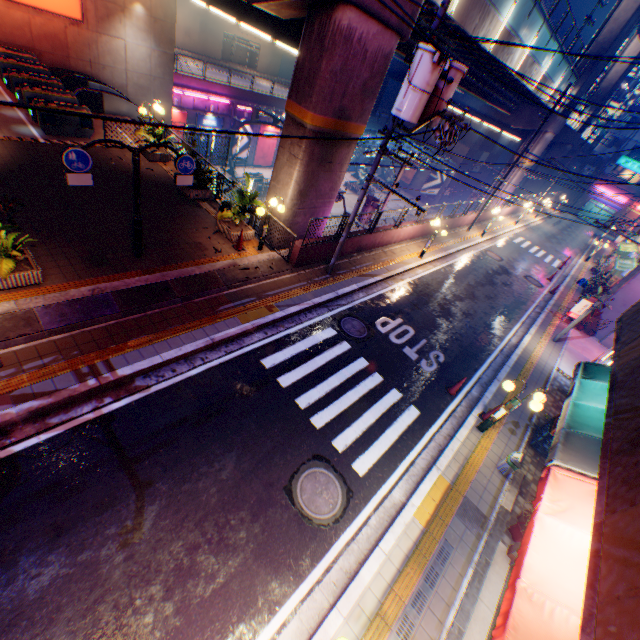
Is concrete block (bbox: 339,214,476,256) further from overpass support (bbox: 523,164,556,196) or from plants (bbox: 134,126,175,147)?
plants (bbox: 134,126,175,147)

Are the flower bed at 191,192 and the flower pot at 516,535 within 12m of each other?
no

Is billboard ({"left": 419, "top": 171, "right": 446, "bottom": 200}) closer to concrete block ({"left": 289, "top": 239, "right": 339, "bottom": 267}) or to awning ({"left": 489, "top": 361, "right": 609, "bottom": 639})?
concrete block ({"left": 289, "top": 239, "right": 339, "bottom": 267})

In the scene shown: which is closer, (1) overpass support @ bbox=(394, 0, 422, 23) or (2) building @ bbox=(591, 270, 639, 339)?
(1) overpass support @ bbox=(394, 0, 422, 23)

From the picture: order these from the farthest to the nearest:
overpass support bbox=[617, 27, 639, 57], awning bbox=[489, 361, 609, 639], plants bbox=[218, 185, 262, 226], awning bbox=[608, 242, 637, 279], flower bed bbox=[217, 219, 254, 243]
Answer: overpass support bbox=[617, 27, 639, 57] → awning bbox=[608, 242, 637, 279] → flower bed bbox=[217, 219, 254, 243] → plants bbox=[218, 185, 262, 226] → awning bbox=[489, 361, 609, 639]

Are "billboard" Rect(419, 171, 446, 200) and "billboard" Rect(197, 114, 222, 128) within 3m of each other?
no

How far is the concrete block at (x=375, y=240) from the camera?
15.0m

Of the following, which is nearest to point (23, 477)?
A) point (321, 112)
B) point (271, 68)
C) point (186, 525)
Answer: point (186, 525)
